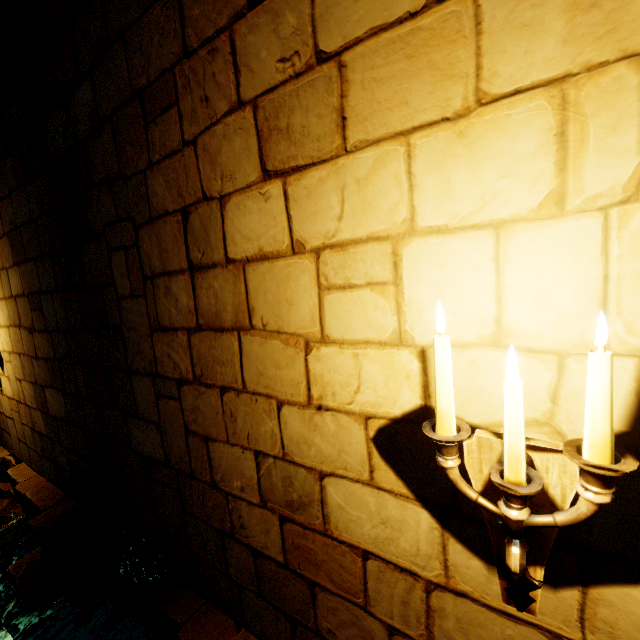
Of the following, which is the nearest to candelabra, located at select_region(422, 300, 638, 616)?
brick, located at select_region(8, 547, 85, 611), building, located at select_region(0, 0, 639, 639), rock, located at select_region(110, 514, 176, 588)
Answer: building, located at select_region(0, 0, 639, 639)

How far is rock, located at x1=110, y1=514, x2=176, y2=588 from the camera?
2.5 meters

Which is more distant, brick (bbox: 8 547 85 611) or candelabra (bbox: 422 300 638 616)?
brick (bbox: 8 547 85 611)

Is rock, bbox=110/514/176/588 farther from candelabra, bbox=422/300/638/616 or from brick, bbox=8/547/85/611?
candelabra, bbox=422/300/638/616

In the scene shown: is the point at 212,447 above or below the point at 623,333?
below

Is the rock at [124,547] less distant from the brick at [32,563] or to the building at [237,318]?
the building at [237,318]

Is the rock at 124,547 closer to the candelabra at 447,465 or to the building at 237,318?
the building at 237,318
